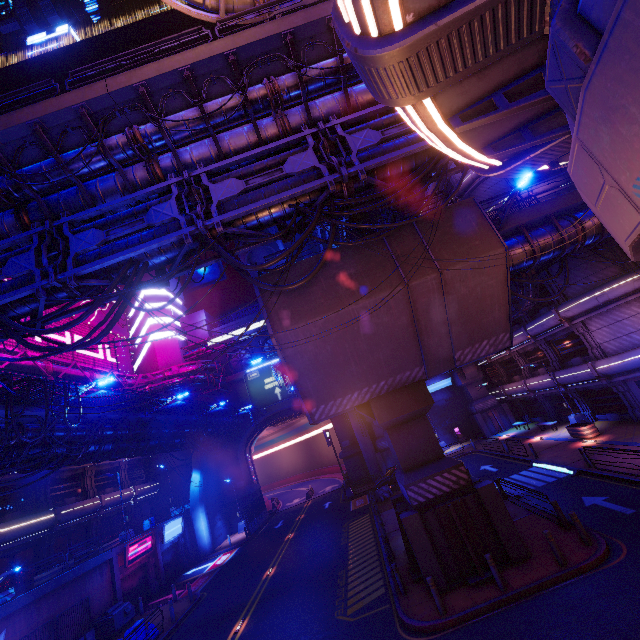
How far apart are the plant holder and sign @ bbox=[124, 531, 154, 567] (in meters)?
35.07

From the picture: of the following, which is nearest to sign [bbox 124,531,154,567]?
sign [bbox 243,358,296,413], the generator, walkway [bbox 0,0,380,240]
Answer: the generator

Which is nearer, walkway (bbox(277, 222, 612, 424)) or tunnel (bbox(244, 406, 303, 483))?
walkway (bbox(277, 222, 612, 424))

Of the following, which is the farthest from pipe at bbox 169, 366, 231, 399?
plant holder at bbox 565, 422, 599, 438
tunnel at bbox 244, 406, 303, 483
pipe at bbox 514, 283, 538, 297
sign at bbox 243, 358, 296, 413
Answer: plant holder at bbox 565, 422, 599, 438

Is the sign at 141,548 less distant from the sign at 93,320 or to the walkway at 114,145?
the sign at 93,320

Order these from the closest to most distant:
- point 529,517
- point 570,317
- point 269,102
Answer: point 269,102
point 529,517
point 570,317

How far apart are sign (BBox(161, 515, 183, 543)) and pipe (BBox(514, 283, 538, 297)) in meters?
35.5

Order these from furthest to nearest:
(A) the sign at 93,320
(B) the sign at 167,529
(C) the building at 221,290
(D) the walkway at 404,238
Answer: (C) the building at 221,290
(A) the sign at 93,320
(B) the sign at 167,529
(D) the walkway at 404,238
